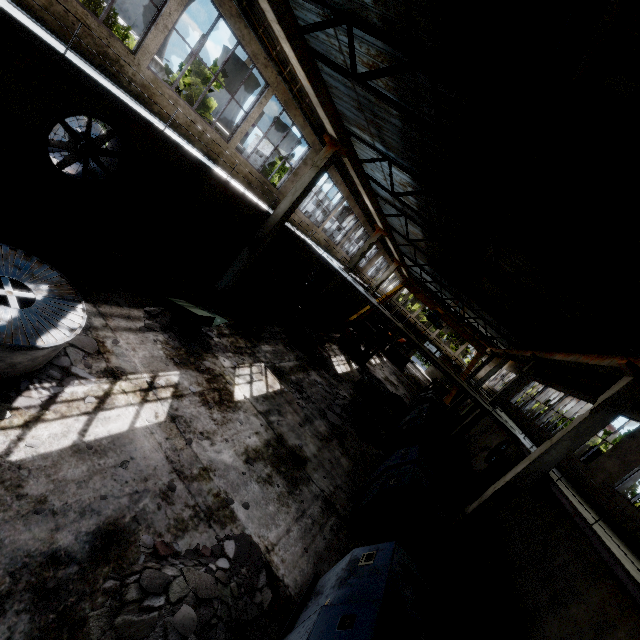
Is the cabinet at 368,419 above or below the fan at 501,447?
below

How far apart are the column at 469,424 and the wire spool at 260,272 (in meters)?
13.66

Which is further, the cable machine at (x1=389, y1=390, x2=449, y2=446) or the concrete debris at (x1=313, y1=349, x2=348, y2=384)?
the concrete debris at (x1=313, y1=349, x2=348, y2=384)

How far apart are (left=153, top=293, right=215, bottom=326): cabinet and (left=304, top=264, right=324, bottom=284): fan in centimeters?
1573cm

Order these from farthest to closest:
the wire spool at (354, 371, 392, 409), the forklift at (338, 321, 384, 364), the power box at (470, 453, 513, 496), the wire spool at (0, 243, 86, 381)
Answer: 1. the forklift at (338, 321, 384, 364)
2. the power box at (470, 453, 513, 496)
3. the wire spool at (354, 371, 392, 409)
4. the wire spool at (0, 243, 86, 381)

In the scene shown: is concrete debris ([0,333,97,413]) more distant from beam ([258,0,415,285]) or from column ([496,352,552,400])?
column ([496,352,552,400])

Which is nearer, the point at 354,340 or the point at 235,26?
the point at 235,26

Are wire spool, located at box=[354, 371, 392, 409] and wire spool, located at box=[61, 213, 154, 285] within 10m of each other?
no
